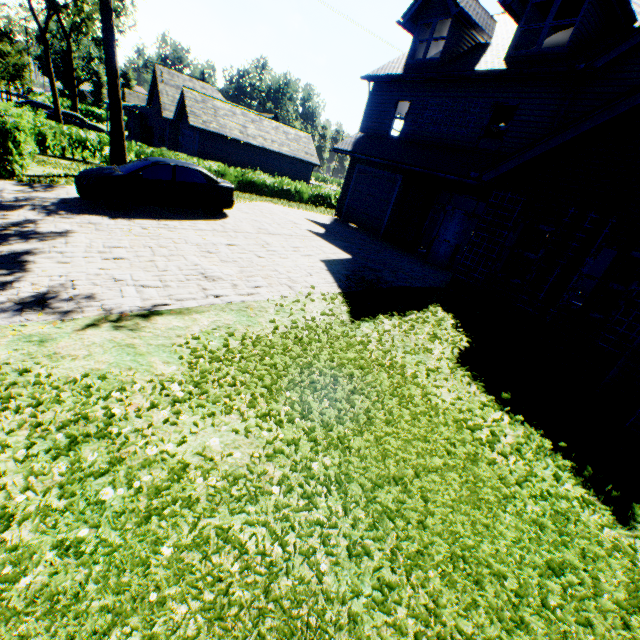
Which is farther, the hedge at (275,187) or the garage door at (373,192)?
the hedge at (275,187)

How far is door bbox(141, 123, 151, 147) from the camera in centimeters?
3566cm

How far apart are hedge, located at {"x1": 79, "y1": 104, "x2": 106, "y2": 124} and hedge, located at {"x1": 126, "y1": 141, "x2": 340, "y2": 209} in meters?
40.7

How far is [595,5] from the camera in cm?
966

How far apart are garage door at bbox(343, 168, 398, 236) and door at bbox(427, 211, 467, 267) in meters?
3.0

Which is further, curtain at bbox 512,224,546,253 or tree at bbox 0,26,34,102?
tree at bbox 0,26,34,102

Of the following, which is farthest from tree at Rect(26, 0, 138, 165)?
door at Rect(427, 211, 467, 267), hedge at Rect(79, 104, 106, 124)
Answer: door at Rect(427, 211, 467, 267)

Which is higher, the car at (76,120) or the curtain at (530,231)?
the curtain at (530,231)
